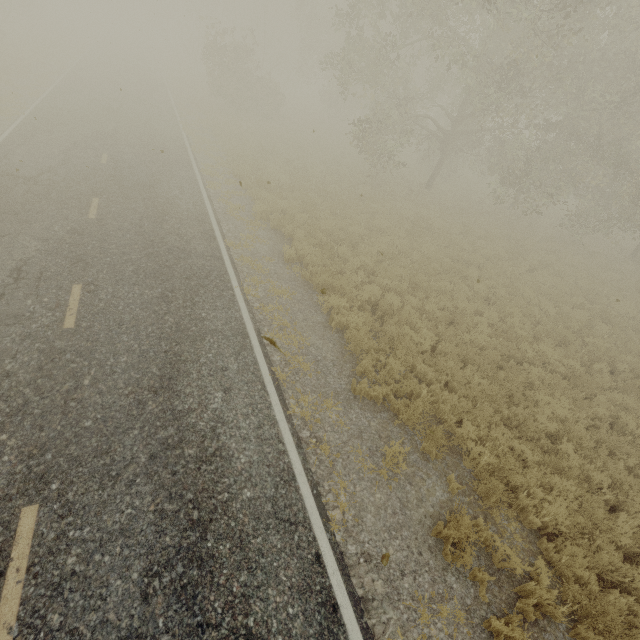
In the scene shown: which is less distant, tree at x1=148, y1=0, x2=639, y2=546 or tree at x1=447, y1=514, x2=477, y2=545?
tree at x1=447, y1=514, x2=477, y2=545

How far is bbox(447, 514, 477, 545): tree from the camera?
4.96m

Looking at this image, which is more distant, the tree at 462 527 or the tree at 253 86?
the tree at 253 86

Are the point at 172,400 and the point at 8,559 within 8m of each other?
yes

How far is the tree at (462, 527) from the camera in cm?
496
